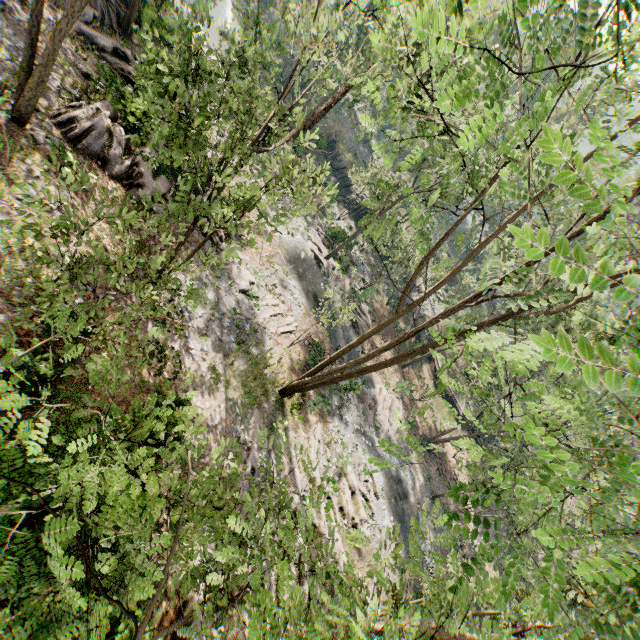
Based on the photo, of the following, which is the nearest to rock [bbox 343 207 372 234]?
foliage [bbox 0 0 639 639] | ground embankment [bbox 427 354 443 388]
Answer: foliage [bbox 0 0 639 639]

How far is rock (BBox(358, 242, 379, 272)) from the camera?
42.44m

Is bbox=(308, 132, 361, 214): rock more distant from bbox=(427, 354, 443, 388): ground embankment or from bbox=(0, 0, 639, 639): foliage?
bbox=(427, 354, 443, 388): ground embankment

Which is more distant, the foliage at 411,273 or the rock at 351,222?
the rock at 351,222

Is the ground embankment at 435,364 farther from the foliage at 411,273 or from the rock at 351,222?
the rock at 351,222

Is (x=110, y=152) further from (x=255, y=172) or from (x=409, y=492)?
(x=409, y=492)

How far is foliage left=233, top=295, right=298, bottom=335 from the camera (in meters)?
20.28

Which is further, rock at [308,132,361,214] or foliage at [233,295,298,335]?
rock at [308,132,361,214]
